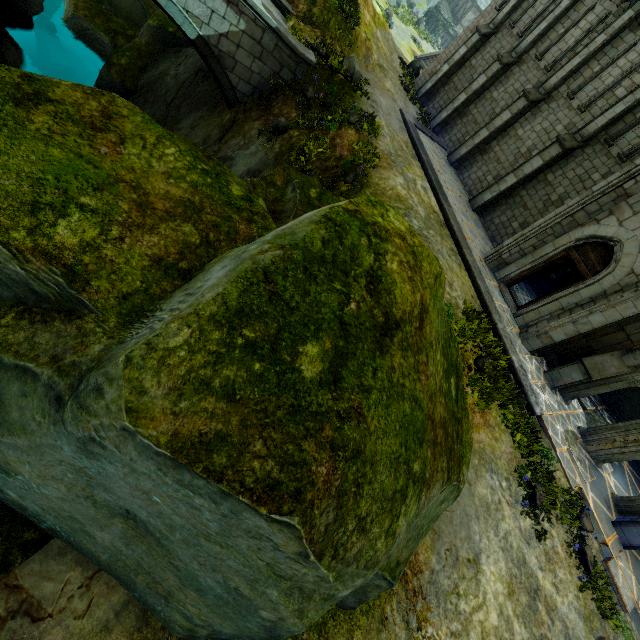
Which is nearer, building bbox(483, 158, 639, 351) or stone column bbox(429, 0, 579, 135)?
building bbox(483, 158, 639, 351)

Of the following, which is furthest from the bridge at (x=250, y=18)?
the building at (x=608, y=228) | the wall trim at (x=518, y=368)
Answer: the wall trim at (x=518, y=368)

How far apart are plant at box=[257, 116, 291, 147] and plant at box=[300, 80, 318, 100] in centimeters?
141cm

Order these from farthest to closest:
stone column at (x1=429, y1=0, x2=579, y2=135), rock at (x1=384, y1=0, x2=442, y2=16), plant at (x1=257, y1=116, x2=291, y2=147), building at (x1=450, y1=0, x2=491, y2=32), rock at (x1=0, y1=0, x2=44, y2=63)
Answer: building at (x1=450, y1=0, x2=491, y2=32)
rock at (x1=384, y1=0, x2=442, y2=16)
stone column at (x1=429, y1=0, x2=579, y2=135)
rock at (x1=0, y1=0, x2=44, y2=63)
plant at (x1=257, y1=116, x2=291, y2=147)

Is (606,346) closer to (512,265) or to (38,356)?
(512,265)

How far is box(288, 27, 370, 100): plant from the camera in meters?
13.0 m

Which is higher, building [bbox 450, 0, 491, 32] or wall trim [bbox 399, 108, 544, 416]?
building [bbox 450, 0, 491, 32]

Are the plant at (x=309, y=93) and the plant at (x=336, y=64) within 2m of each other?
yes
